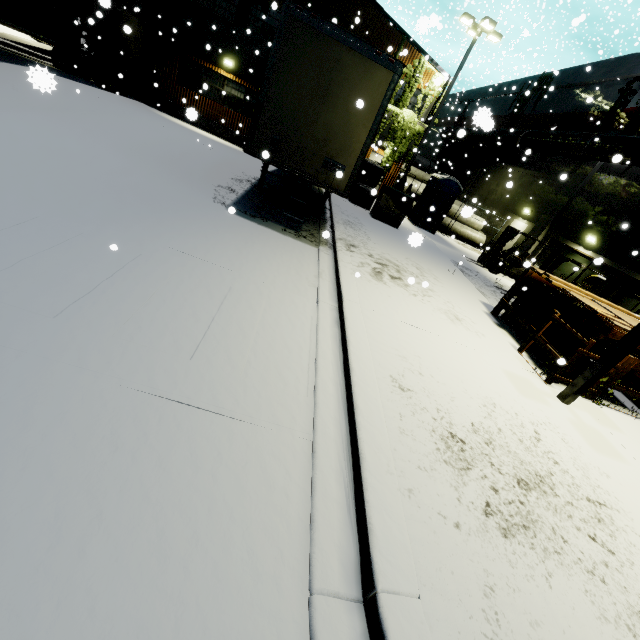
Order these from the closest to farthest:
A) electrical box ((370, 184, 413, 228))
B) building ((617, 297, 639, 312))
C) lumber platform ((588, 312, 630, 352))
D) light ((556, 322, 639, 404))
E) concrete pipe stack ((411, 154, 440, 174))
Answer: light ((556, 322, 639, 404)) → lumber platform ((588, 312, 630, 352)) → building ((617, 297, 639, 312)) → electrical box ((370, 184, 413, 228)) → concrete pipe stack ((411, 154, 440, 174))

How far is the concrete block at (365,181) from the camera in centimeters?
1488cm

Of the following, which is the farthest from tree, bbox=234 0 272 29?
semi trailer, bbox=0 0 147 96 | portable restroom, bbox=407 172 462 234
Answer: portable restroom, bbox=407 172 462 234

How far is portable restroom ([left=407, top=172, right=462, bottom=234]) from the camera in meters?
17.2

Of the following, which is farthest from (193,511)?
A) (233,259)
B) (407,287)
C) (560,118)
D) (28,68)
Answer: (560,118)

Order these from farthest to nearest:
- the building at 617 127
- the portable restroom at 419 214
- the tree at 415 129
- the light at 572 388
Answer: the tree at 415 129, the portable restroom at 419 214, the building at 617 127, the light at 572 388

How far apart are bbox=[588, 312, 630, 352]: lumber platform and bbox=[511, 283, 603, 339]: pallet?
0.2m

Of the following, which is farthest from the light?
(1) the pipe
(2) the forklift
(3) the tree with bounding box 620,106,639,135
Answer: (3) the tree with bounding box 620,106,639,135
